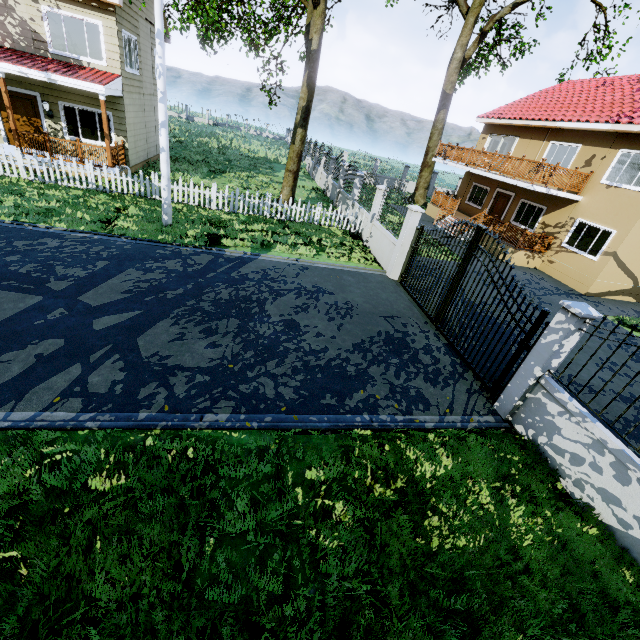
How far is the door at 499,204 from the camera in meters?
19.8 m

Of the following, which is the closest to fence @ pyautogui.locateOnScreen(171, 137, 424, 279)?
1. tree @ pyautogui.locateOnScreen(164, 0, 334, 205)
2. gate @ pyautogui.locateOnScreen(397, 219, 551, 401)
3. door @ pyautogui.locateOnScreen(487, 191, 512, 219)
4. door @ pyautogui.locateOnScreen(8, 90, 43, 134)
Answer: gate @ pyautogui.locateOnScreen(397, 219, 551, 401)

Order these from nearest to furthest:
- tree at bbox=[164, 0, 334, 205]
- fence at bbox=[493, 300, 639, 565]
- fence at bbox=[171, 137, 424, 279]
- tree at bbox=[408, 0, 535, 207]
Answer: fence at bbox=[493, 300, 639, 565] < fence at bbox=[171, 137, 424, 279] < tree at bbox=[164, 0, 334, 205] < tree at bbox=[408, 0, 535, 207]

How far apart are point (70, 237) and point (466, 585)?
11.60m

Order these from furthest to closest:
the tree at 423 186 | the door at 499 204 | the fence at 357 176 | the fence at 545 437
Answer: the tree at 423 186
the door at 499 204
the fence at 357 176
the fence at 545 437

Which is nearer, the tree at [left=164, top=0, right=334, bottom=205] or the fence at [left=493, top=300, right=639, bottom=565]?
the fence at [left=493, top=300, right=639, bottom=565]

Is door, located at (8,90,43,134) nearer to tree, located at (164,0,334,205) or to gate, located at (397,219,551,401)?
tree, located at (164,0,334,205)

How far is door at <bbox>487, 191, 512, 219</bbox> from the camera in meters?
19.8 m
